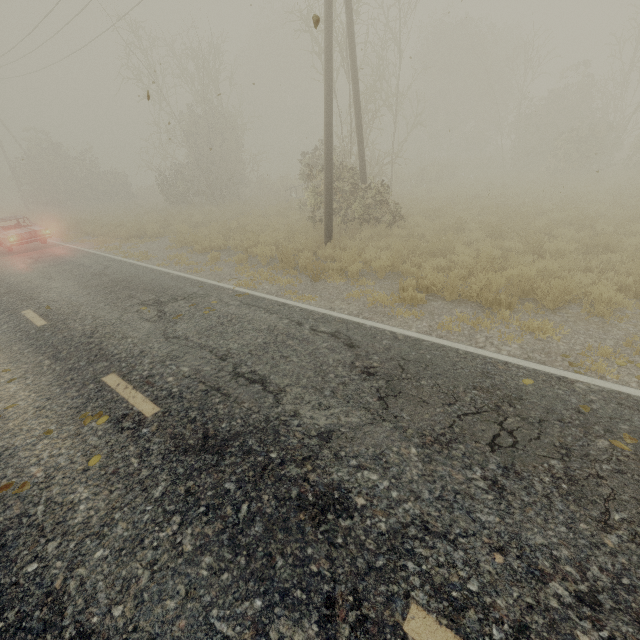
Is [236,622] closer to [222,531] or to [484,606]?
[222,531]
